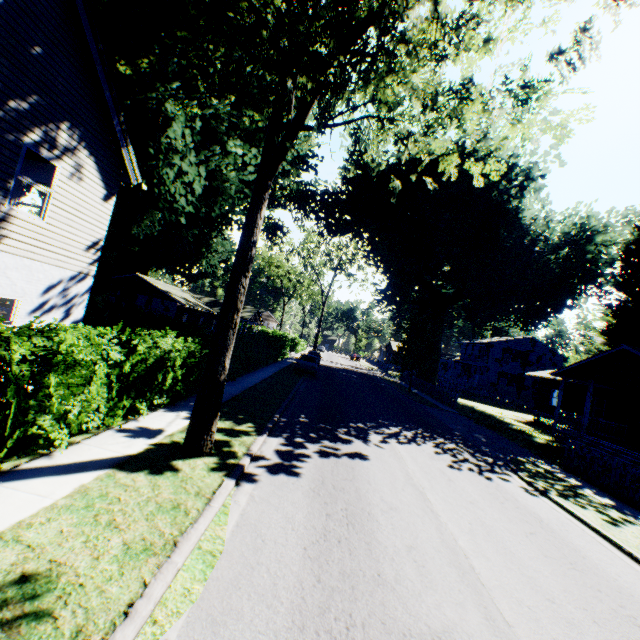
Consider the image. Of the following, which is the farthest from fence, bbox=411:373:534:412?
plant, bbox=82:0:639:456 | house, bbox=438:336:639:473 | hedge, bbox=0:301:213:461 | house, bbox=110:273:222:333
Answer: house, bbox=110:273:222:333

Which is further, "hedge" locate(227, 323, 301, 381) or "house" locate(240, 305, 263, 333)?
"house" locate(240, 305, 263, 333)

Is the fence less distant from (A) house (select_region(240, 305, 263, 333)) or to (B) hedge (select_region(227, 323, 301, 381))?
(B) hedge (select_region(227, 323, 301, 381))

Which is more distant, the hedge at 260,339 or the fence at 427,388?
the fence at 427,388

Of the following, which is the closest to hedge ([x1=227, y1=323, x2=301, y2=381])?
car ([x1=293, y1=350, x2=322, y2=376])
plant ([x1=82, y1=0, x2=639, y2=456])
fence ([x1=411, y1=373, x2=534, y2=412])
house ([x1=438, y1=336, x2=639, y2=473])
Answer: plant ([x1=82, y1=0, x2=639, y2=456])

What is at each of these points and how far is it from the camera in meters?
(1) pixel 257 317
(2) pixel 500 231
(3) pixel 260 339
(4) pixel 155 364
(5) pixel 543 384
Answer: (1) house, 53.2 m
(2) plant, 26.0 m
(3) hedge, 23.1 m
(4) hedge, 8.4 m
(5) house, 32.0 m

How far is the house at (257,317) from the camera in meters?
45.7 m

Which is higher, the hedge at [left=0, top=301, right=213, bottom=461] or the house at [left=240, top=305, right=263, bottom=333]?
the house at [left=240, top=305, right=263, bottom=333]
